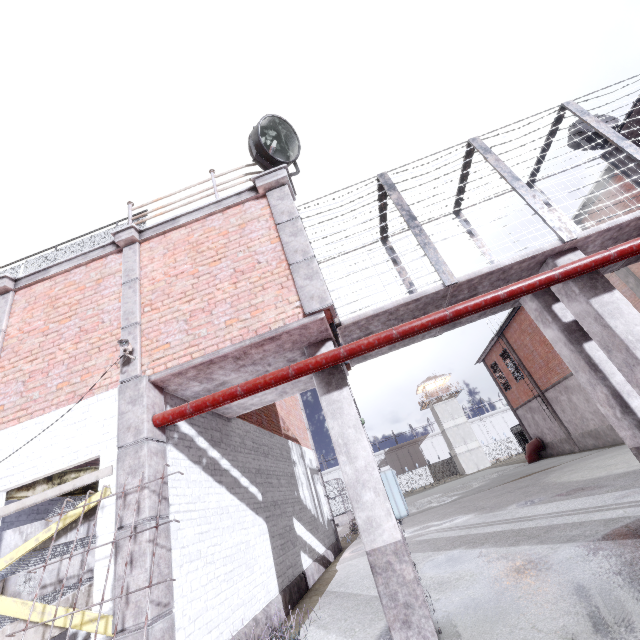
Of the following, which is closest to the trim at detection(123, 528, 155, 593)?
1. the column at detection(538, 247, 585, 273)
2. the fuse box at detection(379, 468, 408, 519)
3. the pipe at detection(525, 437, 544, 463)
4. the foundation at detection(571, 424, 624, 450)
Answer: the fuse box at detection(379, 468, 408, 519)

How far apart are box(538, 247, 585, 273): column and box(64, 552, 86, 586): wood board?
7.3 meters

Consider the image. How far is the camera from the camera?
4.9 meters

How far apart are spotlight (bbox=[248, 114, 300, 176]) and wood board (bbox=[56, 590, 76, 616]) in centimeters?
587cm

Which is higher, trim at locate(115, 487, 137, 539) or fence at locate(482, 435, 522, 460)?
trim at locate(115, 487, 137, 539)

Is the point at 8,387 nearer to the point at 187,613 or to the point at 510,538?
the point at 187,613

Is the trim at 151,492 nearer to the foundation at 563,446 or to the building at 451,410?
the foundation at 563,446

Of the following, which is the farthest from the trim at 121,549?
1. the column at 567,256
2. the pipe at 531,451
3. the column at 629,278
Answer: the pipe at 531,451
